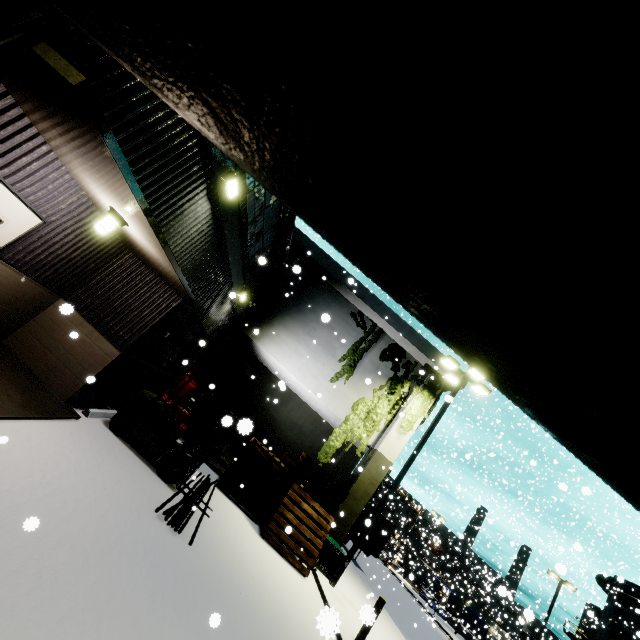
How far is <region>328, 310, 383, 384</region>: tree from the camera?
15.85m

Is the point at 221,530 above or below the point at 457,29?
below

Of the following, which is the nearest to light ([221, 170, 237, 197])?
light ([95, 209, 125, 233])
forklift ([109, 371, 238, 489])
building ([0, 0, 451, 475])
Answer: building ([0, 0, 451, 475])

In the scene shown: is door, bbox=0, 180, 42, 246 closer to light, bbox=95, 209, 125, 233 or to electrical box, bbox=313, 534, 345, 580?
light, bbox=95, 209, 125, 233

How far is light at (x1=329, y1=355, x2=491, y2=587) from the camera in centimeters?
1141cm

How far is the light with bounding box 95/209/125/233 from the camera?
5.41m

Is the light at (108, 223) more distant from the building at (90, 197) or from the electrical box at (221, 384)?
the electrical box at (221, 384)

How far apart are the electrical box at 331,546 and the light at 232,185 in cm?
1202
